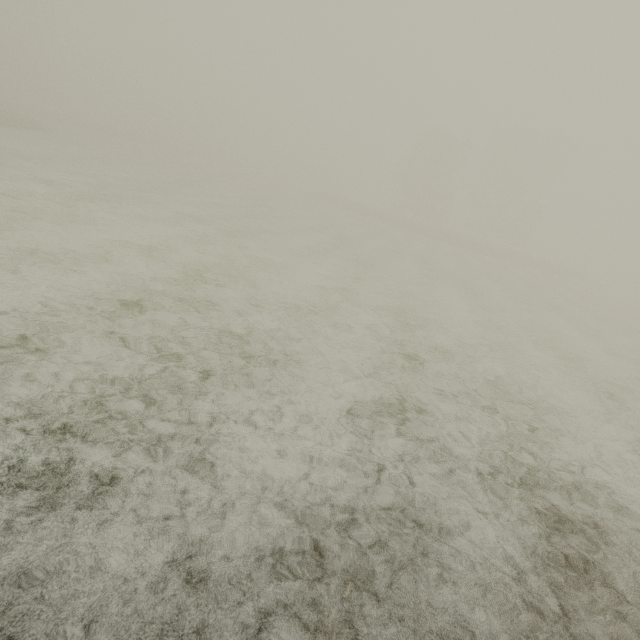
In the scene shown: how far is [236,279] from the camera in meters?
8.4 m
